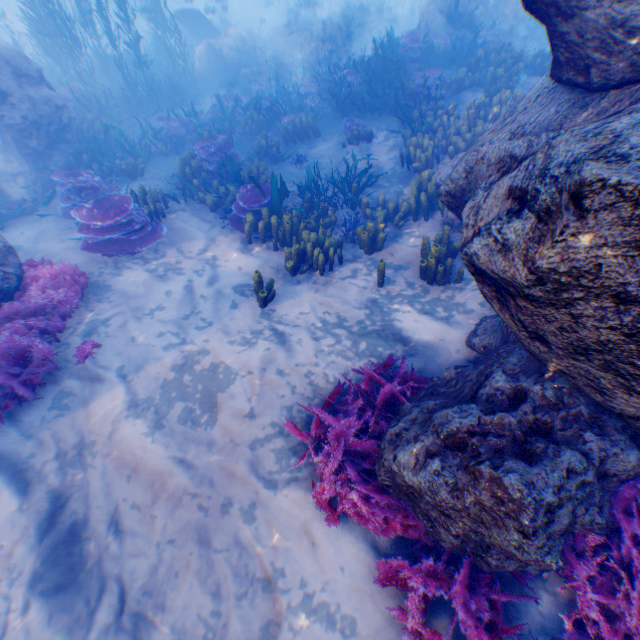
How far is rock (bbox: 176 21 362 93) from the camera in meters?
16.0

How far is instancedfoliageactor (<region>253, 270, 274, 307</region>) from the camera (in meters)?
5.41

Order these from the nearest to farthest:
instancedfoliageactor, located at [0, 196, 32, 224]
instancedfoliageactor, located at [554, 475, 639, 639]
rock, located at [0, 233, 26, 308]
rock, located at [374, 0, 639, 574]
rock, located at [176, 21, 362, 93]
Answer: rock, located at [374, 0, 639, 574], instancedfoliageactor, located at [554, 475, 639, 639], rock, located at [0, 233, 26, 308], instancedfoliageactor, located at [0, 196, 32, 224], rock, located at [176, 21, 362, 93]

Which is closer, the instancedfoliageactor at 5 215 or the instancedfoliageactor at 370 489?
the instancedfoliageactor at 370 489

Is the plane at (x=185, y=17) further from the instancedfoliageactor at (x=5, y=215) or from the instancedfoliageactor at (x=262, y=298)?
the instancedfoliageactor at (x=262, y=298)

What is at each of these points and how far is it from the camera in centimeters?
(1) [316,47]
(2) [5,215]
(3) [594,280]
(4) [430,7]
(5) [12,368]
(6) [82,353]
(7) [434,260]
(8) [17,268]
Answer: (1) rock, 1653cm
(2) instancedfoliageactor, 738cm
(3) rock, 220cm
(4) rock, 1223cm
(5) instancedfoliageactor, 442cm
(6) instancedfoliageactor, 492cm
(7) instancedfoliageactor, 554cm
(8) rock, 551cm

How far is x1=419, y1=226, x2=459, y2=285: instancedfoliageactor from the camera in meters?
5.5

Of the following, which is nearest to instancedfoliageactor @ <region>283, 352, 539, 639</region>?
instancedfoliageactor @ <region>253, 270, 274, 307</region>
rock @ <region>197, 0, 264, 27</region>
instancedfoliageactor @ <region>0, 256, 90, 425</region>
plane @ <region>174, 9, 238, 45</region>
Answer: rock @ <region>197, 0, 264, 27</region>
